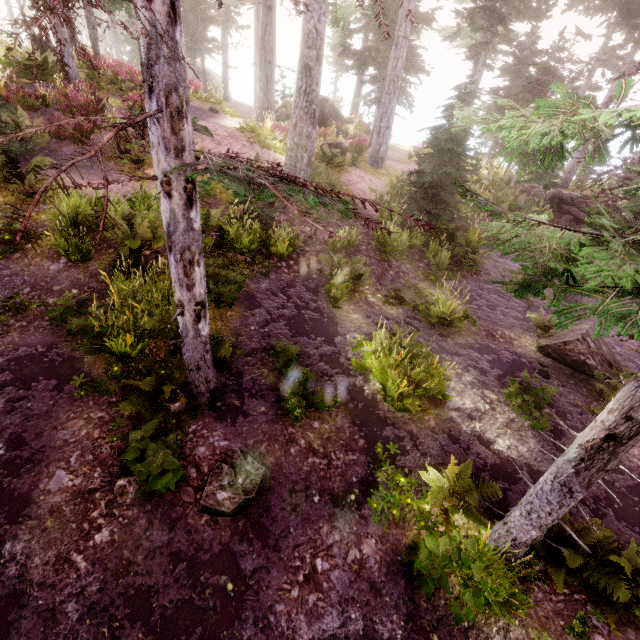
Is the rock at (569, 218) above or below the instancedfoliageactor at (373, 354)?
above

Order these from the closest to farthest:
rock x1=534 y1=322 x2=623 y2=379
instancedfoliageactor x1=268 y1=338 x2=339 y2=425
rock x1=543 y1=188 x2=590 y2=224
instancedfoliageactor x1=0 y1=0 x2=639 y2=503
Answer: instancedfoliageactor x1=0 y1=0 x2=639 y2=503 < instancedfoliageactor x1=268 y1=338 x2=339 y2=425 < rock x1=534 y1=322 x2=623 y2=379 < rock x1=543 y1=188 x2=590 y2=224

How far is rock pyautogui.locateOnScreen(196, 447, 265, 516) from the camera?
4.6 meters

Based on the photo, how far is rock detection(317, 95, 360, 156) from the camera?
15.8m

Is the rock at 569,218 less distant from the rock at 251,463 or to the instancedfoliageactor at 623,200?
the instancedfoliageactor at 623,200

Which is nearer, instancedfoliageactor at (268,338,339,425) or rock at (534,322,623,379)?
instancedfoliageactor at (268,338,339,425)

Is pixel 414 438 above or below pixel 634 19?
below

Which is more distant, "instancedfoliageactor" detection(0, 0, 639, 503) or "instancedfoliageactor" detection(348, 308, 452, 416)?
"instancedfoliageactor" detection(348, 308, 452, 416)
